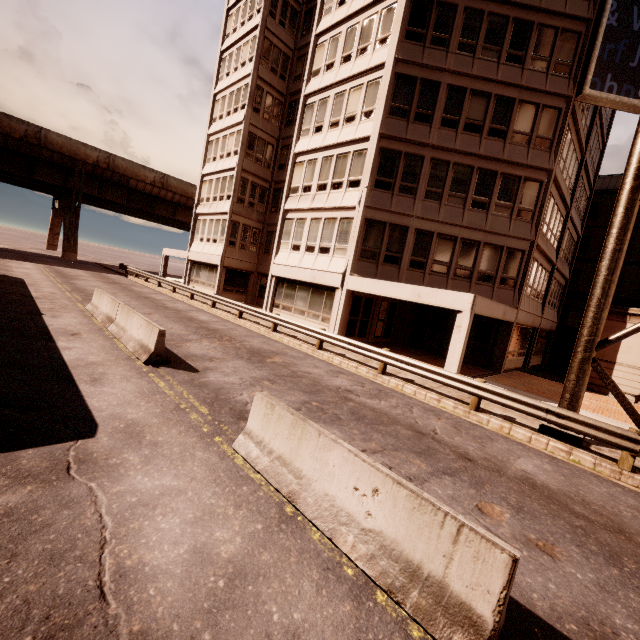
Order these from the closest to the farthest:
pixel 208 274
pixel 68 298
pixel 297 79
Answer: pixel 68 298 < pixel 297 79 < pixel 208 274

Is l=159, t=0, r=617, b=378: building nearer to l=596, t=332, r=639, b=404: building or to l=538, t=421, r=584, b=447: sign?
l=596, t=332, r=639, b=404: building

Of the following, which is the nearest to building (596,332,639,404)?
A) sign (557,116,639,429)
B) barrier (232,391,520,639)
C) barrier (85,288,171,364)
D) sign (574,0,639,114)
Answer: sign (574,0,639,114)

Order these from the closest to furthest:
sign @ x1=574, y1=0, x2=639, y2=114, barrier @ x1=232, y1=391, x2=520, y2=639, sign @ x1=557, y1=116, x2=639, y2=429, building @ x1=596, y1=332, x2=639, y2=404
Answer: barrier @ x1=232, y1=391, x2=520, y2=639 → sign @ x1=557, y1=116, x2=639, y2=429 → sign @ x1=574, y1=0, x2=639, y2=114 → building @ x1=596, y1=332, x2=639, y2=404

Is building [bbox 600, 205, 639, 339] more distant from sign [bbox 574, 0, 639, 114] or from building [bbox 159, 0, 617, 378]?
sign [bbox 574, 0, 639, 114]

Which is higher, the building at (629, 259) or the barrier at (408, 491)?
the building at (629, 259)

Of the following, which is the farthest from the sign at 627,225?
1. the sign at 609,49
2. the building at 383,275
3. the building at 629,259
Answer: the building at 629,259

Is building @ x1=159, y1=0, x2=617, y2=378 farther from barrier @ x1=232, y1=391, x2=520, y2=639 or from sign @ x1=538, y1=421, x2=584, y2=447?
barrier @ x1=232, y1=391, x2=520, y2=639
